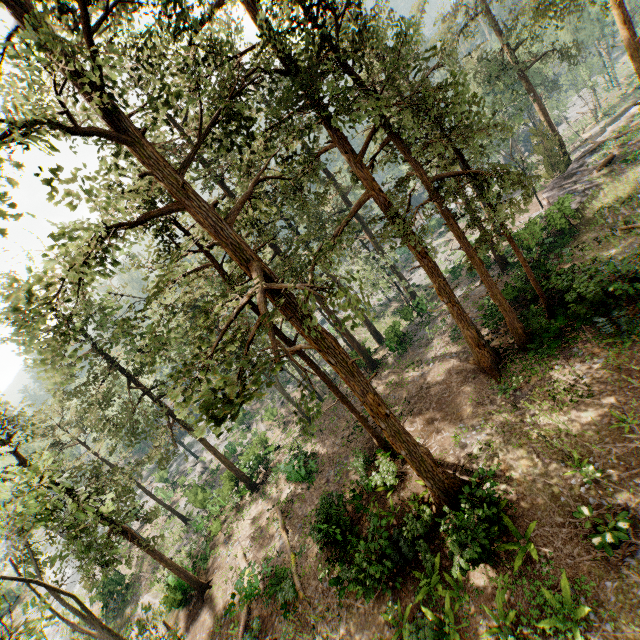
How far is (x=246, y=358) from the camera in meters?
7.0

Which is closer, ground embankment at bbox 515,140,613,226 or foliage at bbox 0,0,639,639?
foliage at bbox 0,0,639,639

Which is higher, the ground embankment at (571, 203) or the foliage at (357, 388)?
the foliage at (357, 388)

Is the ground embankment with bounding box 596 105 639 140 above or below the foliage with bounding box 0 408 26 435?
below

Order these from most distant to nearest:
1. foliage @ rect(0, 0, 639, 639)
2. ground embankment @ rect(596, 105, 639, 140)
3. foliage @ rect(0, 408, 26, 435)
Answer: ground embankment @ rect(596, 105, 639, 140) → foliage @ rect(0, 408, 26, 435) → foliage @ rect(0, 0, 639, 639)

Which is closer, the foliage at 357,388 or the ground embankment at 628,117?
the foliage at 357,388

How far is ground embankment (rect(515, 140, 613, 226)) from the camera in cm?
2258
